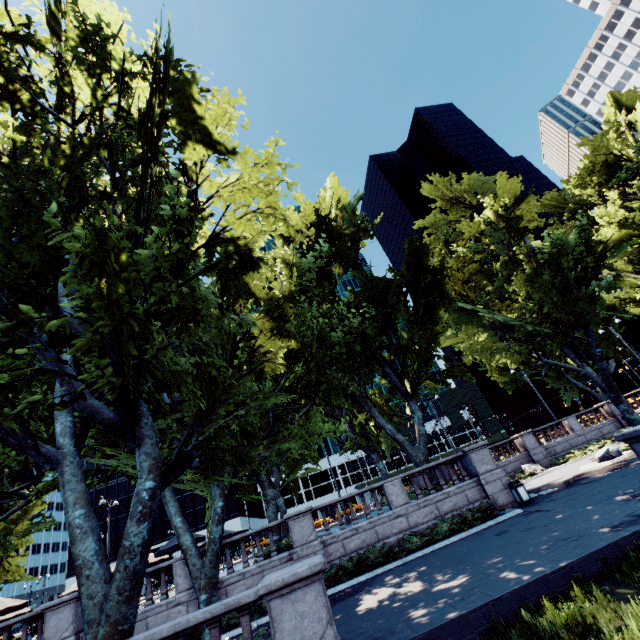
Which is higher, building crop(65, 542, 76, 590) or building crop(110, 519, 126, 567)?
building crop(110, 519, 126, 567)

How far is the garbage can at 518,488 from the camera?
15.6 meters

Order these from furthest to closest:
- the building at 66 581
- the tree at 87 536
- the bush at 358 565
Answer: the building at 66 581
the bush at 358 565
the tree at 87 536

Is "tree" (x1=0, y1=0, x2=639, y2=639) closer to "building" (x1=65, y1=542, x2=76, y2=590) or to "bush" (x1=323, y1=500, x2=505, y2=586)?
"bush" (x1=323, y1=500, x2=505, y2=586)

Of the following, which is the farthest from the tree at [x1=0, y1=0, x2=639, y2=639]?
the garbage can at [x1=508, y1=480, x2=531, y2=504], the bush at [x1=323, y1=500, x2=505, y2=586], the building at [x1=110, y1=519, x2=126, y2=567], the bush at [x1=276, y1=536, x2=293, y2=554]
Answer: the building at [x1=110, y1=519, x2=126, y2=567]

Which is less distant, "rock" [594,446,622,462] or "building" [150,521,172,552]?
"rock" [594,446,622,462]

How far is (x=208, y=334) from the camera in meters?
11.7

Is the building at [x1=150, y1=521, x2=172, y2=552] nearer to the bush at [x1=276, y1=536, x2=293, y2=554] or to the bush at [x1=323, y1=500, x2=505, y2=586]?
the bush at [x1=276, y1=536, x2=293, y2=554]
